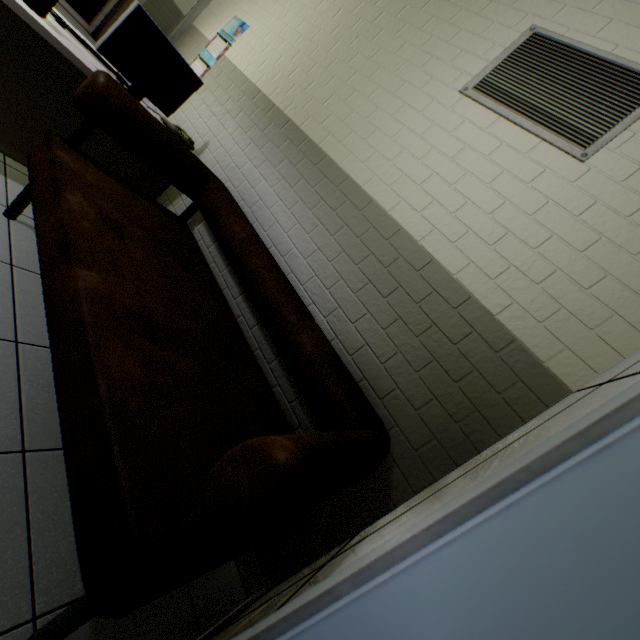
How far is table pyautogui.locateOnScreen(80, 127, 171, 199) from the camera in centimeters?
206cm

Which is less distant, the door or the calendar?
the door

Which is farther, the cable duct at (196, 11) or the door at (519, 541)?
the cable duct at (196, 11)

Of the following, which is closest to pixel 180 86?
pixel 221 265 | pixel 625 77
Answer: pixel 221 265

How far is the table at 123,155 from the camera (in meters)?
2.06

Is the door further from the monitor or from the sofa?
the monitor

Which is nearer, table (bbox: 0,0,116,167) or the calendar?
table (bbox: 0,0,116,167)

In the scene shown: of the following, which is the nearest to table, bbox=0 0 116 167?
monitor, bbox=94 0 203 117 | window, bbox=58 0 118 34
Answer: monitor, bbox=94 0 203 117
